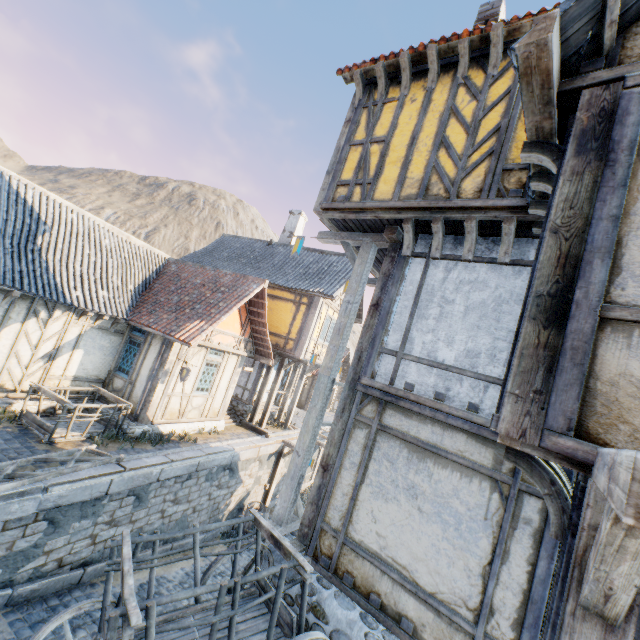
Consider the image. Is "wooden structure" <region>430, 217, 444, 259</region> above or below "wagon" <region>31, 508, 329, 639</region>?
above

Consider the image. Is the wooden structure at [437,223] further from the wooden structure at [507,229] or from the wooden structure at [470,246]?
the wooden structure at [507,229]

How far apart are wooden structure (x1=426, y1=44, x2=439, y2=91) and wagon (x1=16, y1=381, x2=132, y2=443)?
10.6m

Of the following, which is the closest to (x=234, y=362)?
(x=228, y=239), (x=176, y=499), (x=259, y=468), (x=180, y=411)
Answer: (x=180, y=411)

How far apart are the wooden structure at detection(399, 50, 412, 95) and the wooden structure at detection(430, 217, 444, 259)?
2.7 meters

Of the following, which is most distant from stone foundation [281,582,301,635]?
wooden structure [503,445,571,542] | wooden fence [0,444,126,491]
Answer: wooden fence [0,444,126,491]

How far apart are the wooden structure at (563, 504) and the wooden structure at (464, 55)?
5.87m

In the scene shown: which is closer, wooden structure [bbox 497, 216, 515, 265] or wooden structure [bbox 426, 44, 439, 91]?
wooden structure [bbox 497, 216, 515, 265]
